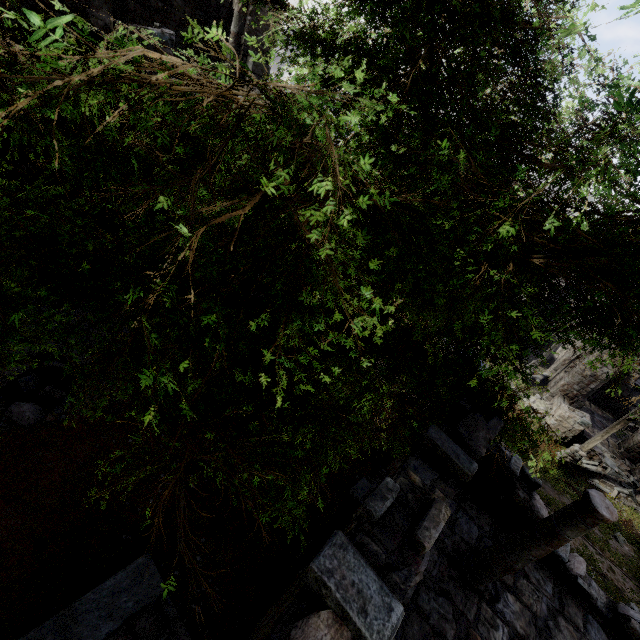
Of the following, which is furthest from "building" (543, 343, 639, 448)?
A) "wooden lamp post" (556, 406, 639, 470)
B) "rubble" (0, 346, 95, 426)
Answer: "rubble" (0, 346, 95, 426)

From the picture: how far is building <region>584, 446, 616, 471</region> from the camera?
17.7m

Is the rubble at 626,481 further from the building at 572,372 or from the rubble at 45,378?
the rubble at 45,378

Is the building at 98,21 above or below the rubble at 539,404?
above

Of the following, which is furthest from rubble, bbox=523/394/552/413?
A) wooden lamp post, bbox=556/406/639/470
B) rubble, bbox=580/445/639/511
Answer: wooden lamp post, bbox=556/406/639/470

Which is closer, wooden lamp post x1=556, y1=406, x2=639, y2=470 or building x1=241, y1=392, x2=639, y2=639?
building x1=241, y1=392, x2=639, y2=639

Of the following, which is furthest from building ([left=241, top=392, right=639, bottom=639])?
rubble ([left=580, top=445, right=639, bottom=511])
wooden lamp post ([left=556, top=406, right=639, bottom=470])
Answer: wooden lamp post ([left=556, top=406, right=639, bottom=470])

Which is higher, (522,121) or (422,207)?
(522,121)
